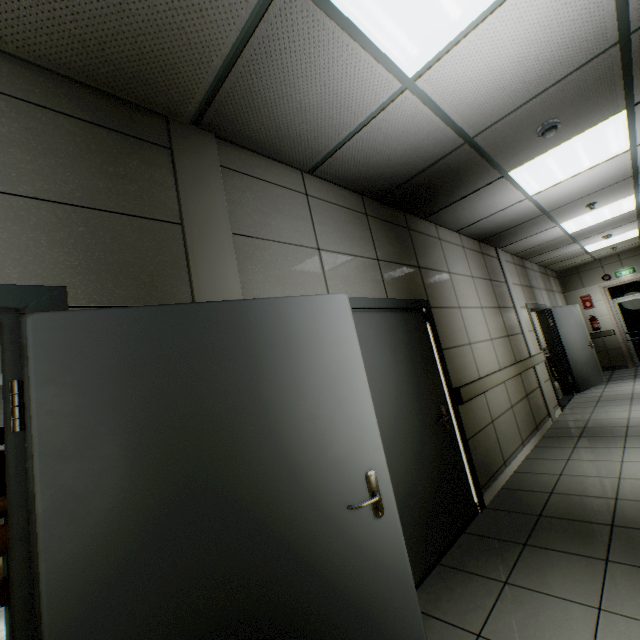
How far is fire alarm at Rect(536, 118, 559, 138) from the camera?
2.7m

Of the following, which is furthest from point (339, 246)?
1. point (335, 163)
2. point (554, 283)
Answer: point (554, 283)

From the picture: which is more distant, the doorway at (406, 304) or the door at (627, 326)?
the door at (627, 326)

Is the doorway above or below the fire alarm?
below

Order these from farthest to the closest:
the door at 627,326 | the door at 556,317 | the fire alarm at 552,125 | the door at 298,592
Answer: the door at 627,326 < the door at 556,317 < the fire alarm at 552,125 < the door at 298,592

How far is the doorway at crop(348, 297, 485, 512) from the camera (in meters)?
2.82

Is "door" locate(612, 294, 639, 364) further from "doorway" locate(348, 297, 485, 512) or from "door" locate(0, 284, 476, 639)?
"door" locate(0, 284, 476, 639)

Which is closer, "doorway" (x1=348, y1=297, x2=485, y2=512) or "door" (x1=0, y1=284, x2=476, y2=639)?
"door" (x1=0, y1=284, x2=476, y2=639)
